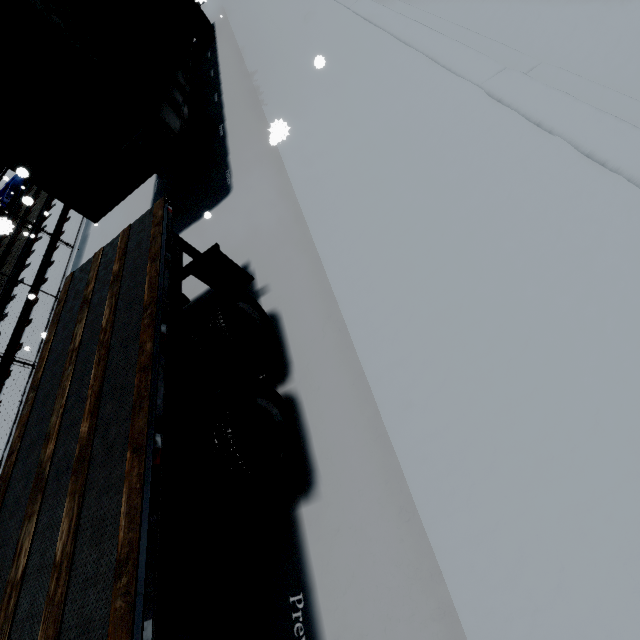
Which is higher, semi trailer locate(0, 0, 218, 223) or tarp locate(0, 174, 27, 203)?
semi trailer locate(0, 0, 218, 223)

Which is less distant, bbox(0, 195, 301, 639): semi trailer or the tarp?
bbox(0, 195, 301, 639): semi trailer

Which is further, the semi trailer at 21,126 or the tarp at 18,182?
the tarp at 18,182

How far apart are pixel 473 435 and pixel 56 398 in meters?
3.8 m

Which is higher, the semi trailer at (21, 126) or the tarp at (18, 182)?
the semi trailer at (21, 126)

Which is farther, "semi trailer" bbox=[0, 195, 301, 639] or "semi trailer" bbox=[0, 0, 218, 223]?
"semi trailer" bbox=[0, 0, 218, 223]

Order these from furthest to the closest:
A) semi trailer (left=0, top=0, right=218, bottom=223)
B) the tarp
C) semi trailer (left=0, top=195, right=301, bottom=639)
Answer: the tarp < semi trailer (left=0, top=0, right=218, bottom=223) < semi trailer (left=0, top=195, right=301, bottom=639)
